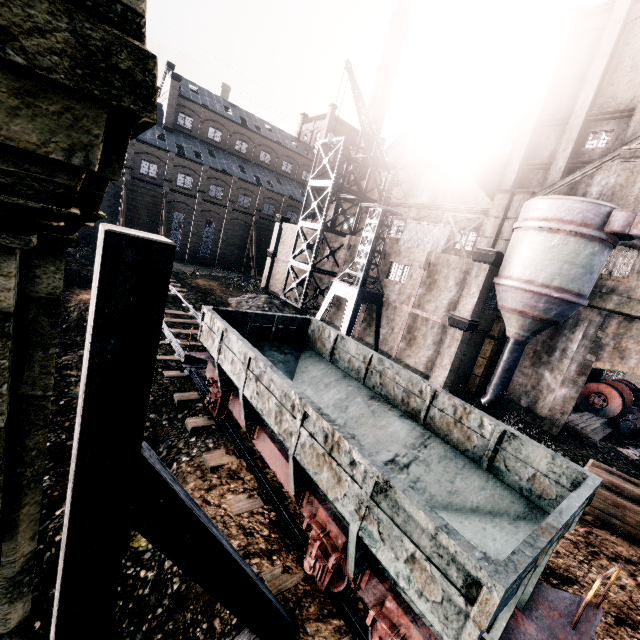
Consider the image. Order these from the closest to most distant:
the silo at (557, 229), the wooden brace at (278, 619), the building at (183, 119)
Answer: the building at (183, 119)
the wooden brace at (278, 619)
the silo at (557, 229)

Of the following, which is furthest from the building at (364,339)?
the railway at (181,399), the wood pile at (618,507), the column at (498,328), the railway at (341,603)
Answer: the railway at (341,603)

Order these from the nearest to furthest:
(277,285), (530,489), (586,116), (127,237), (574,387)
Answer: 1. (127,237)
2. (530,489)
3. (574,387)
4. (586,116)
5. (277,285)

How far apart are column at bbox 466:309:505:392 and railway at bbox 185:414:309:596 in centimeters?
1947cm

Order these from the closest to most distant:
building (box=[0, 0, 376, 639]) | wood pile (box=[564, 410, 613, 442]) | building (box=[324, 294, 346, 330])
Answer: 1. building (box=[0, 0, 376, 639])
2. wood pile (box=[564, 410, 613, 442])
3. building (box=[324, 294, 346, 330])

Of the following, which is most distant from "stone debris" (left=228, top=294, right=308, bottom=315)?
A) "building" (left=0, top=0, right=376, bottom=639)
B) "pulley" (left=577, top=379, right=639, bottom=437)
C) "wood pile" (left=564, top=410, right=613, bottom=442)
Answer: "pulley" (left=577, top=379, right=639, bottom=437)

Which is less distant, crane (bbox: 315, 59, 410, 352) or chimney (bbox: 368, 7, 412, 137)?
crane (bbox: 315, 59, 410, 352)

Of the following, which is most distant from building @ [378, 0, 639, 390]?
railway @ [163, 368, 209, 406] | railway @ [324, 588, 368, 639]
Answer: railway @ [324, 588, 368, 639]
